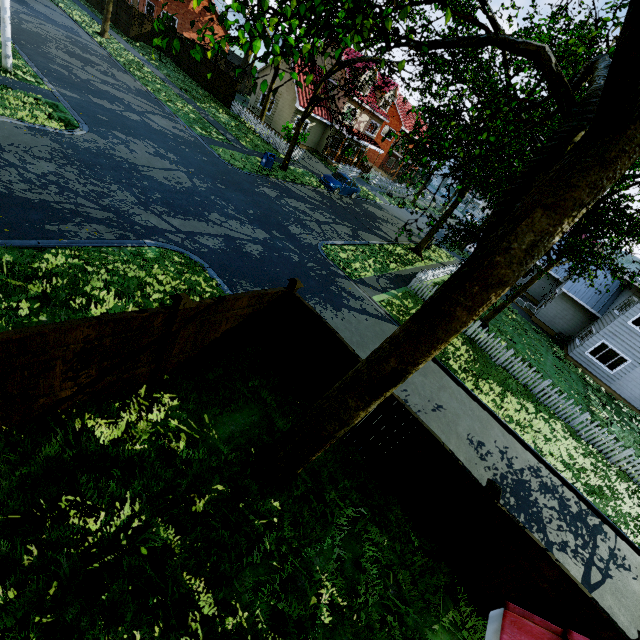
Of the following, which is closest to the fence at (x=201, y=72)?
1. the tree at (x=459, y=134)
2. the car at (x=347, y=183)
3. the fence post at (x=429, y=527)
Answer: the fence post at (x=429, y=527)

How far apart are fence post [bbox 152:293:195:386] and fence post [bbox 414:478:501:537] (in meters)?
5.98

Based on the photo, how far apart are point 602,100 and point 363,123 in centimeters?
3803cm

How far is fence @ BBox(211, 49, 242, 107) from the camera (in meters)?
27.94

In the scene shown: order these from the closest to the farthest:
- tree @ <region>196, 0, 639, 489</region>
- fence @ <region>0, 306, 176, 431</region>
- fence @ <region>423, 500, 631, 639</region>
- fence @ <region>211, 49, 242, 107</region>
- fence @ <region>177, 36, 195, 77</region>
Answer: tree @ <region>196, 0, 639, 489</region>, fence @ <region>0, 306, 176, 431</region>, fence @ <region>423, 500, 631, 639</region>, fence @ <region>211, 49, 242, 107</region>, fence @ <region>177, 36, 195, 77</region>

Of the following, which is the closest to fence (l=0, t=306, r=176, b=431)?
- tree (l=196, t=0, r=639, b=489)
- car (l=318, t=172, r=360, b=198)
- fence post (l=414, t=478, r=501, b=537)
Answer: fence post (l=414, t=478, r=501, b=537)

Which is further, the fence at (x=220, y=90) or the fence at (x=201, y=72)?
the fence at (x=201, y=72)

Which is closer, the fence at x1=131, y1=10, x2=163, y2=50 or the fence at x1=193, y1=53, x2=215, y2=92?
the fence at x1=193, y1=53, x2=215, y2=92
